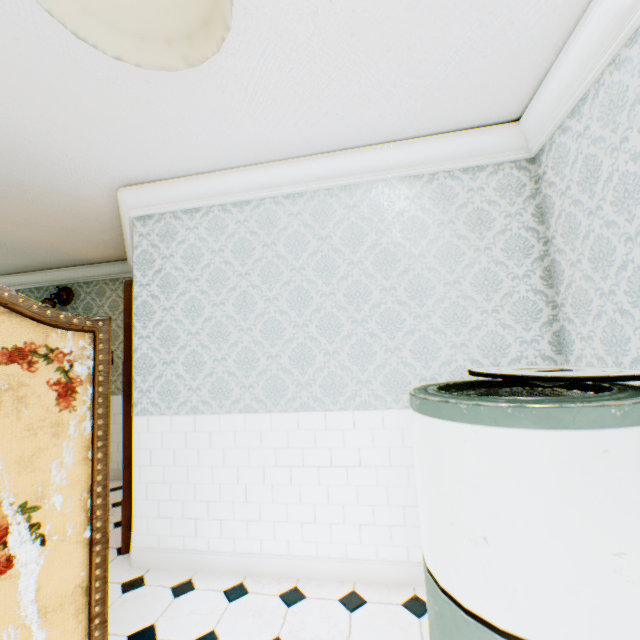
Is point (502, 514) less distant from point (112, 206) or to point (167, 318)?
point (167, 318)

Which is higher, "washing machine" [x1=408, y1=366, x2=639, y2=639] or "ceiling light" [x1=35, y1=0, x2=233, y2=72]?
"ceiling light" [x1=35, y1=0, x2=233, y2=72]

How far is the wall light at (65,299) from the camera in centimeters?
475cm

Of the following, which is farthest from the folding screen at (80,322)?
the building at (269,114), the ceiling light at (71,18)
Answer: the ceiling light at (71,18)

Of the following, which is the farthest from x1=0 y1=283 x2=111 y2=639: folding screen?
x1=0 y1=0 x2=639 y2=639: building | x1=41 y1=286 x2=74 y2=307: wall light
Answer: x1=41 y1=286 x2=74 y2=307: wall light

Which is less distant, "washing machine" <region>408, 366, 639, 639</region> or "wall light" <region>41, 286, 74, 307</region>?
"washing machine" <region>408, 366, 639, 639</region>

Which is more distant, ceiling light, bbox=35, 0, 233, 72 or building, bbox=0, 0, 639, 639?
building, bbox=0, 0, 639, 639

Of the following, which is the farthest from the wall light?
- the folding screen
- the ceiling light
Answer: the ceiling light
